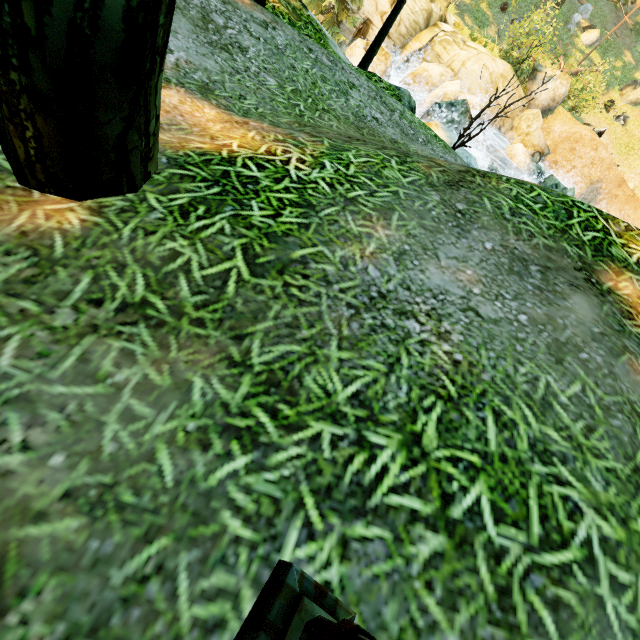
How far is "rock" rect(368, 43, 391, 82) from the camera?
14.9m

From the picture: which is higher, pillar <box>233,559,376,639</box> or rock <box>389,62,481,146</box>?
pillar <box>233,559,376,639</box>

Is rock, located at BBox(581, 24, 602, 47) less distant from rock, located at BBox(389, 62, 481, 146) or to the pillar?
rock, located at BBox(389, 62, 481, 146)

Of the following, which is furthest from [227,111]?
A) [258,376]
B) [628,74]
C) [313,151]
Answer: [628,74]

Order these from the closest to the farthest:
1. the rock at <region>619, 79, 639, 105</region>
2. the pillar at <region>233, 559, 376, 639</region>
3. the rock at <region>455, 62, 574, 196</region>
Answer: the pillar at <region>233, 559, 376, 639</region>, the rock at <region>455, 62, 574, 196</region>, the rock at <region>619, 79, 639, 105</region>

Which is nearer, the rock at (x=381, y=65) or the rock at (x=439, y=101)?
the rock at (x=439, y=101)

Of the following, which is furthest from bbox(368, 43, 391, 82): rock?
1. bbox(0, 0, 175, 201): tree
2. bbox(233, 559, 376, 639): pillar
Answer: bbox(233, 559, 376, 639): pillar

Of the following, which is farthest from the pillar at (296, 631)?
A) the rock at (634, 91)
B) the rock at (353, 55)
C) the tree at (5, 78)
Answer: the rock at (634, 91)
